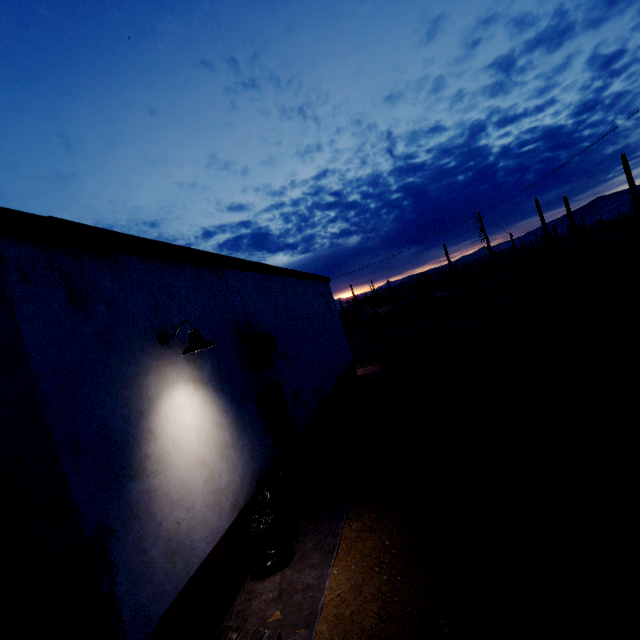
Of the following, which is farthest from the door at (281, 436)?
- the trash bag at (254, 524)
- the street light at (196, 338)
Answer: the street light at (196, 338)

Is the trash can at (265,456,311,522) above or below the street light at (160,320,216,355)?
below

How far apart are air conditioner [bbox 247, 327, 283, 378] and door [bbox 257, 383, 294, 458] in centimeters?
35cm

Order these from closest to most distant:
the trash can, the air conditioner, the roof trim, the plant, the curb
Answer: the roof trim
the curb
the trash can
the air conditioner
the plant

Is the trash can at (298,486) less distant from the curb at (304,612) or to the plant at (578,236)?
the curb at (304,612)

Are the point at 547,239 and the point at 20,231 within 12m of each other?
no

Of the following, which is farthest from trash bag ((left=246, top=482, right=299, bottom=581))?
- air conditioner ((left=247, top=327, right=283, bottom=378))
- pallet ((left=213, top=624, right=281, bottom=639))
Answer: air conditioner ((left=247, top=327, right=283, bottom=378))

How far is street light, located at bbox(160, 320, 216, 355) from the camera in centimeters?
409cm
